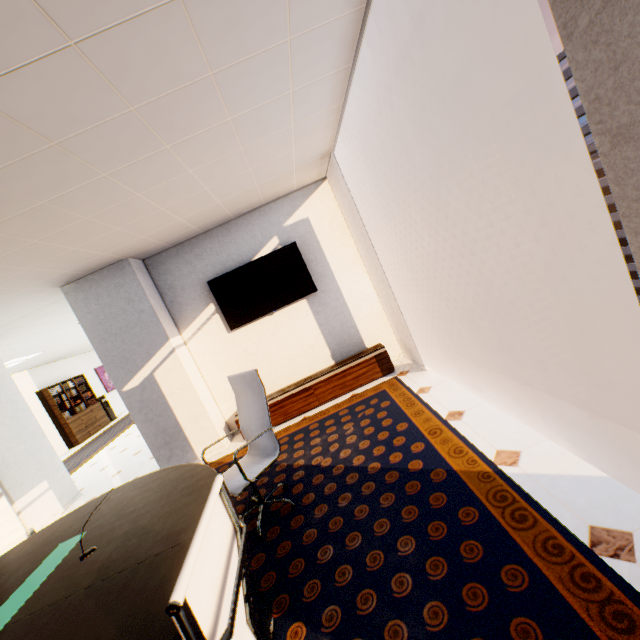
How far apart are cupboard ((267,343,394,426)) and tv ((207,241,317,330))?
1.2 meters

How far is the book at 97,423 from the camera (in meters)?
10.66

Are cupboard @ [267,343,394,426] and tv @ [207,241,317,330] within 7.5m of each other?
yes

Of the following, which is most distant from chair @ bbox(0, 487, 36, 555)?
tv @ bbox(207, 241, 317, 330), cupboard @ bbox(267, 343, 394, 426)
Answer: tv @ bbox(207, 241, 317, 330)

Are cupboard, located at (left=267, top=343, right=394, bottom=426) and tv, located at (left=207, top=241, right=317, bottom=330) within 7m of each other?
yes

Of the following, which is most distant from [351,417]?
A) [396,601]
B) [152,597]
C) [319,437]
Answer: [152,597]

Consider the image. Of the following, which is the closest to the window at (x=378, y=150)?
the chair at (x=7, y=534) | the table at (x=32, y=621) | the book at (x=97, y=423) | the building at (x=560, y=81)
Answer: the table at (x=32, y=621)

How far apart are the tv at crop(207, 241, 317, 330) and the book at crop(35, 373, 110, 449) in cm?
980
